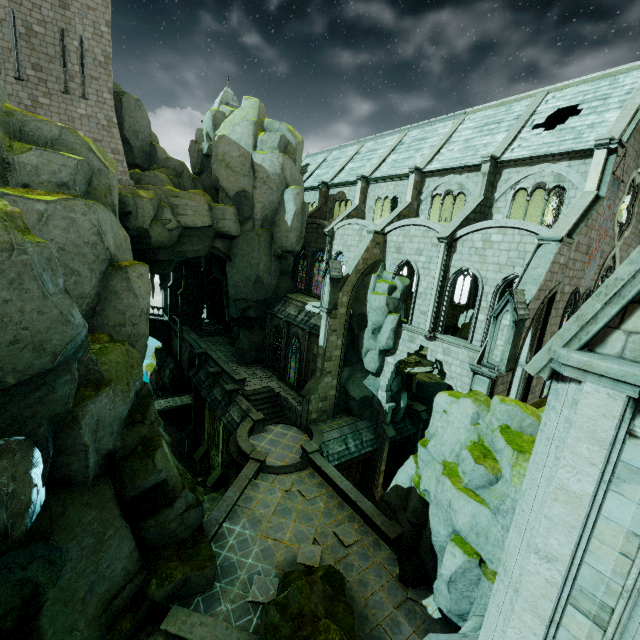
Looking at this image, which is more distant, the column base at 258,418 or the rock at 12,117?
the column base at 258,418

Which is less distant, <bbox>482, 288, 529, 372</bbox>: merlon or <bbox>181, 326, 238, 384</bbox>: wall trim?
<bbox>482, 288, 529, 372</bbox>: merlon

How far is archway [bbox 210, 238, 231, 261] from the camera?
27.59m

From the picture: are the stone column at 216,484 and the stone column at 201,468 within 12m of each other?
yes

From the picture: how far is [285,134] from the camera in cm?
2833

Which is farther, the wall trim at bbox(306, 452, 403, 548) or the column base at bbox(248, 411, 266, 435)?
the column base at bbox(248, 411, 266, 435)

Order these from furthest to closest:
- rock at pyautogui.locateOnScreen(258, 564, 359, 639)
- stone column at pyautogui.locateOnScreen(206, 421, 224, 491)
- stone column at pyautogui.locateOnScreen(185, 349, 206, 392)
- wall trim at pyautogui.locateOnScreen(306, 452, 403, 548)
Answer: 1. stone column at pyautogui.locateOnScreen(185, 349, 206, 392)
2. stone column at pyautogui.locateOnScreen(206, 421, 224, 491)
3. wall trim at pyautogui.locateOnScreen(306, 452, 403, 548)
4. rock at pyautogui.locateOnScreen(258, 564, 359, 639)

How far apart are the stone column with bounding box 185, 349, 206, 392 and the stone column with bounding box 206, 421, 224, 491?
7.26m
